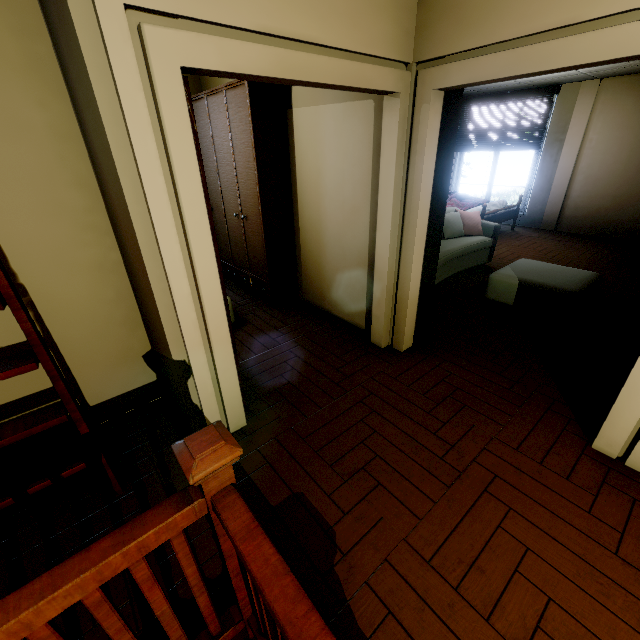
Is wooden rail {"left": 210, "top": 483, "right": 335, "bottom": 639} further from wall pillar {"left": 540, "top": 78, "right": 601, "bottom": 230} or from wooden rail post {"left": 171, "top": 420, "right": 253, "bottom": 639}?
wall pillar {"left": 540, "top": 78, "right": 601, "bottom": 230}

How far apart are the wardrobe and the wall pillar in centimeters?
655cm

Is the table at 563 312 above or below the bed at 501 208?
below

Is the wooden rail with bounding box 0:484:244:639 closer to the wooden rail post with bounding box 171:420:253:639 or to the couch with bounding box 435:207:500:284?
the wooden rail post with bounding box 171:420:253:639

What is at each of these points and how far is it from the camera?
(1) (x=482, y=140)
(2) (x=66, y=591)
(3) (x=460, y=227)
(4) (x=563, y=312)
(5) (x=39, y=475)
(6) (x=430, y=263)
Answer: (1) blinds, 7.6 meters
(2) wooden rail, 0.7 meters
(3) couch, 5.0 meters
(4) table, 3.5 meters
(5) ladder, 1.6 meters
(6) bookshelf, 3.0 meters

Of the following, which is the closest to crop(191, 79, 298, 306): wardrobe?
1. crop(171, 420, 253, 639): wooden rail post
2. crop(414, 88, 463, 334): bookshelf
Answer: crop(414, 88, 463, 334): bookshelf

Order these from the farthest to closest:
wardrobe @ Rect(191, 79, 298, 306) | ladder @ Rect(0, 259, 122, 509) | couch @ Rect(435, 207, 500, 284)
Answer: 1. couch @ Rect(435, 207, 500, 284)
2. wardrobe @ Rect(191, 79, 298, 306)
3. ladder @ Rect(0, 259, 122, 509)

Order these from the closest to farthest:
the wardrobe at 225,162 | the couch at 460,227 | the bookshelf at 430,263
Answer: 1. the bookshelf at 430,263
2. the wardrobe at 225,162
3. the couch at 460,227
